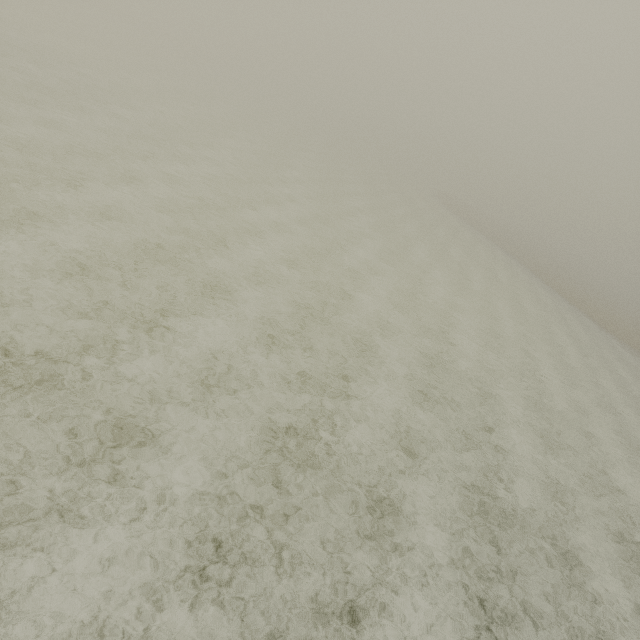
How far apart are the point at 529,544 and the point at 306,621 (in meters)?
5.96
